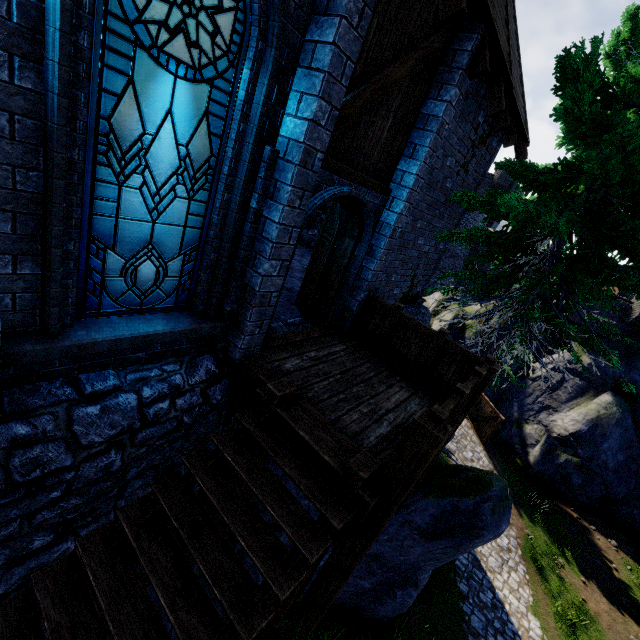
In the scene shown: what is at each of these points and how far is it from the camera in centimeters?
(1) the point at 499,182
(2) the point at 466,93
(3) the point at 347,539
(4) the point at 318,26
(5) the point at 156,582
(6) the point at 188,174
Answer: (1) building, 3073cm
(2) building, 657cm
(3) walkway, 398cm
(4) building, 343cm
(5) stairs, 297cm
(6) window glass, 346cm

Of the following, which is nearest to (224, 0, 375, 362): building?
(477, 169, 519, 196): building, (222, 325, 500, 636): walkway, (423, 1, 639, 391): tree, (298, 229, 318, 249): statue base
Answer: (222, 325, 500, 636): walkway

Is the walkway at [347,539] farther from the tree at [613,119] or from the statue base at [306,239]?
the statue base at [306,239]

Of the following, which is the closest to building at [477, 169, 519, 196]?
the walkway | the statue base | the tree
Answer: the tree

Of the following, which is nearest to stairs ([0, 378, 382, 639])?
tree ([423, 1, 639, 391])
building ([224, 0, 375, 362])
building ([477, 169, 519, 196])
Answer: building ([224, 0, 375, 362])

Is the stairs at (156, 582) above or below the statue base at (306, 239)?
below

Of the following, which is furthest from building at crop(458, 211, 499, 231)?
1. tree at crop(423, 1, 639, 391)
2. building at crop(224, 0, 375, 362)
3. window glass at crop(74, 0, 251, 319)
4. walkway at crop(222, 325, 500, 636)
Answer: window glass at crop(74, 0, 251, 319)

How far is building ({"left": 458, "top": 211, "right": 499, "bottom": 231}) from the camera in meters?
33.1
